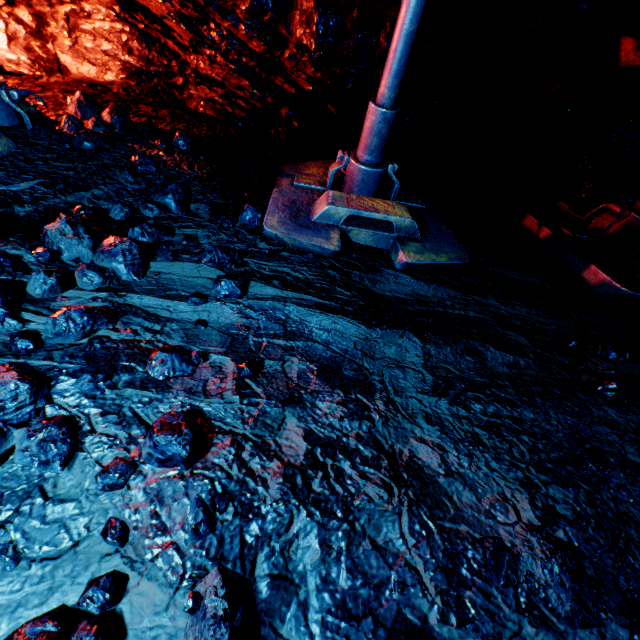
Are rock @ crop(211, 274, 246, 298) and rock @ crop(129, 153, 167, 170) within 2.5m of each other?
yes

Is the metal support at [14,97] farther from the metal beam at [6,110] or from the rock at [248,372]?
the rock at [248,372]

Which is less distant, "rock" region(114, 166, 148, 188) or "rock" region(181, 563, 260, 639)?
"rock" region(181, 563, 260, 639)

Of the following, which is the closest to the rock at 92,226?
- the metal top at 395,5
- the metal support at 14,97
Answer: the metal top at 395,5

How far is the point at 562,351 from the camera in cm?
221

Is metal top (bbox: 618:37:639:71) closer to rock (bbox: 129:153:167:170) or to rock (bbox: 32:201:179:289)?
rock (bbox: 32:201:179:289)

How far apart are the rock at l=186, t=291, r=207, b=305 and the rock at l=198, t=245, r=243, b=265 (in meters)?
0.14

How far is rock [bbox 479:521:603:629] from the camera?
1.14m
